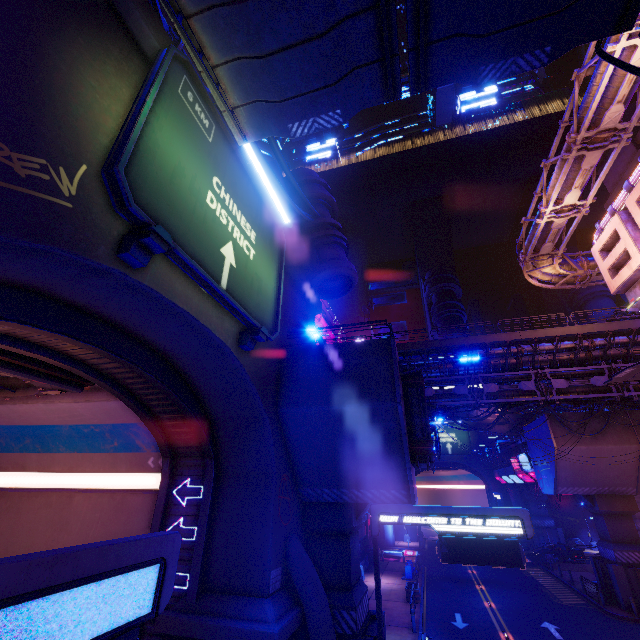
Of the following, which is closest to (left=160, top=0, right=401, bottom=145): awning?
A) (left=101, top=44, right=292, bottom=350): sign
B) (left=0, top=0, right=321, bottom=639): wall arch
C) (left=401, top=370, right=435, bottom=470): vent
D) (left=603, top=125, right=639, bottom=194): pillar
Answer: (left=101, top=44, right=292, bottom=350): sign

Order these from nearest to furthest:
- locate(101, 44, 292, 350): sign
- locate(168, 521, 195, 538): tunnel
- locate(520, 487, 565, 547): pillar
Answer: locate(101, 44, 292, 350): sign, locate(168, 521, 195, 538): tunnel, locate(520, 487, 565, 547): pillar

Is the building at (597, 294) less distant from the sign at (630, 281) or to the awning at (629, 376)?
the sign at (630, 281)

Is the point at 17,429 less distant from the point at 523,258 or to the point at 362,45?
the point at 362,45

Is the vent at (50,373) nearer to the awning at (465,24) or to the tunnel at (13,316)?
the tunnel at (13,316)

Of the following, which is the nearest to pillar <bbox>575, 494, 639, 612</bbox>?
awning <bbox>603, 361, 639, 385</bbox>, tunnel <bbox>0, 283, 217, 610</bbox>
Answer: awning <bbox>603, 361, 639, 385</bbox>

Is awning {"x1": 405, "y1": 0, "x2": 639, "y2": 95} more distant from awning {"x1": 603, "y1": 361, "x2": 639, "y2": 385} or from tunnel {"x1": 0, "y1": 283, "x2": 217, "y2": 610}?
awning {"x1": 603, "y1": 361, "x2": 639, "y2": 385}

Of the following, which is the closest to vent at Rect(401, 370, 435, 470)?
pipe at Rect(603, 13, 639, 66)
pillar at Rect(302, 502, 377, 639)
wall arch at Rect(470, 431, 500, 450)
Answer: pillar at Rect(302, 502, 377, 639)
